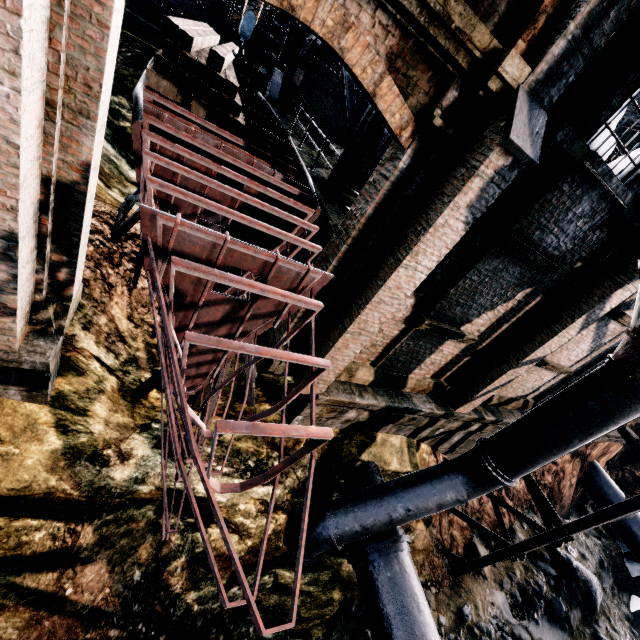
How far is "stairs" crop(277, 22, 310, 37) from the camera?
15.1 meters

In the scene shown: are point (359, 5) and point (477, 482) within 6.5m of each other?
no

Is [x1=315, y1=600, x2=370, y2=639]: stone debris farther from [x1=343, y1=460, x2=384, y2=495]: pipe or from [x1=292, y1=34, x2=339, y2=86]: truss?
[x1=292, y1=34, x2=339, y2=86]: truss

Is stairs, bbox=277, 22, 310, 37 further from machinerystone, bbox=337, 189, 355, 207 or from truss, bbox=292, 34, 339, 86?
machinerystone, bbox=337, 189, 355, 207

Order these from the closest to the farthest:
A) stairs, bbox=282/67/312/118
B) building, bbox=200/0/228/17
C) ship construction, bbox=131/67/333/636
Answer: ship construction, bbox=131/67/333/636
stairs, bbox=282/67/312/118
building, bbox=200/0/228/17

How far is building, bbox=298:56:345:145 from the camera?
19.8 meters

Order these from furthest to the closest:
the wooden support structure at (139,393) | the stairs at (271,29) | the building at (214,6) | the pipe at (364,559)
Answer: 1. the building at (214,6)
2. the stairs at (271,29)
3. the pipe at (364,559)
4. the wooden support structure at (139,393)

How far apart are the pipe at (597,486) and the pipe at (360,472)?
16.6 meters
